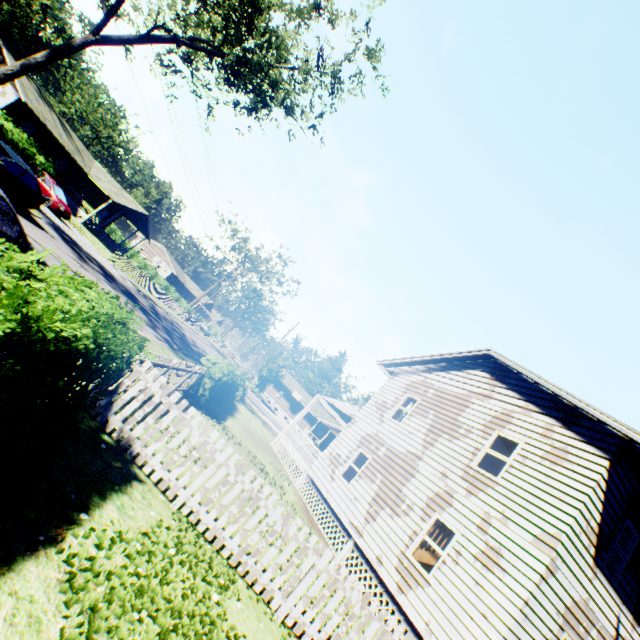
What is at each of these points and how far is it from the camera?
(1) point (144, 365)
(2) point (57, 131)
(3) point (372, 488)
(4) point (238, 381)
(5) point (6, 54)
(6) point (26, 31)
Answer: (1) fence, 5.8m
(2) house, 32.7m
(3) house, 12.8m
(4) hedge, 16.9m
(5) house, 28.4m
(6) plant, 48.8m

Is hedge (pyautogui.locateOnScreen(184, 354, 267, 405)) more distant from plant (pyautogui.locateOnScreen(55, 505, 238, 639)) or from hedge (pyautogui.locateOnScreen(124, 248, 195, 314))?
hedge (pyautogui.locateOnScreen(124, 248, 195, 314))

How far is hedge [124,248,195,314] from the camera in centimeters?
5259cm

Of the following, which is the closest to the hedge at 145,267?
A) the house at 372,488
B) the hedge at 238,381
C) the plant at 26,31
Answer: the plant at 26,31

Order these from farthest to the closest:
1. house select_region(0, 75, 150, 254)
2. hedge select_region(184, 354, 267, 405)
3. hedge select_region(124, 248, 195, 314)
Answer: hedge select_region(124, 248, 195, 314) → house select_region(0, 75, 150, 254) → hedge select_region(184, 354, 267, 405)

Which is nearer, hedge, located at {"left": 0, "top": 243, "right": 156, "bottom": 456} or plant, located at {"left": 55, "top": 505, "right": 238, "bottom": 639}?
hedge, located at {"left": 0, "top": 243, "right": 156, "bottom": 456}

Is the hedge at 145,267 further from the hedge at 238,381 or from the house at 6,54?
the hedge at 238,381

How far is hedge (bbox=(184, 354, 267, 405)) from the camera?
12.1m
